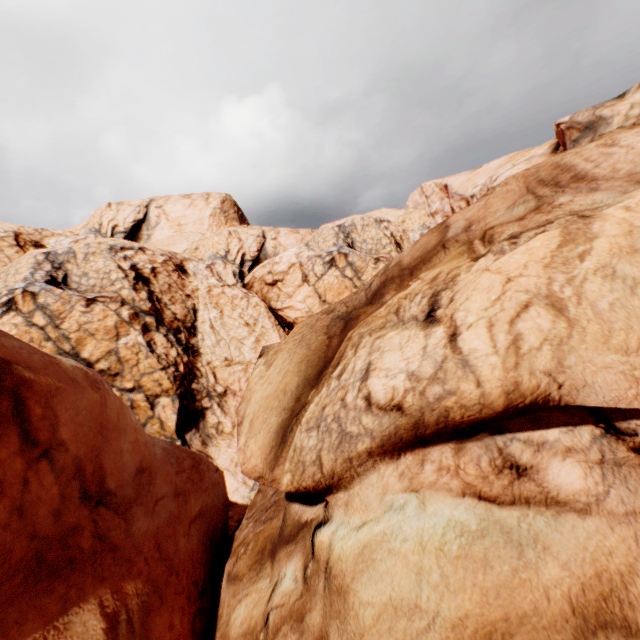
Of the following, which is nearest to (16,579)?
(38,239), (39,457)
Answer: (39,457)
